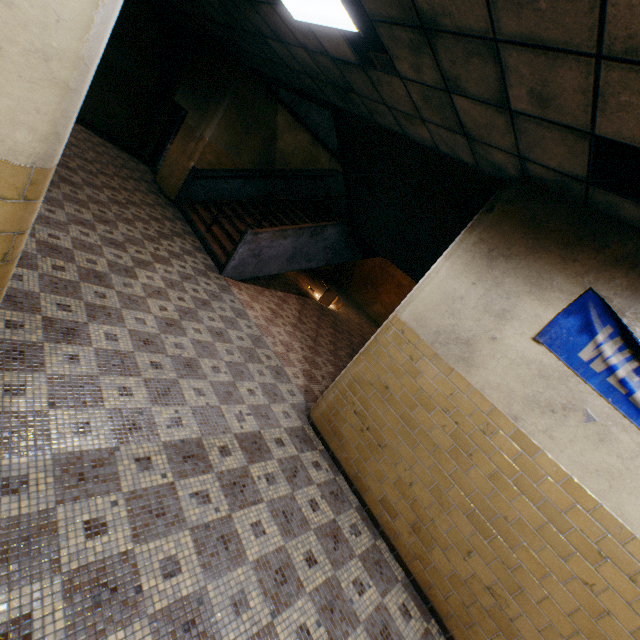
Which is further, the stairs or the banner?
the stairs

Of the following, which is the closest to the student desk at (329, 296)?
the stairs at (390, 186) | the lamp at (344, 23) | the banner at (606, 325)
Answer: the stairs at (390, 186)

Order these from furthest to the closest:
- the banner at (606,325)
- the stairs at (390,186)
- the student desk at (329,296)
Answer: the student desk at (329,296)
the stairs at (390,186)
the banner at (606,325)

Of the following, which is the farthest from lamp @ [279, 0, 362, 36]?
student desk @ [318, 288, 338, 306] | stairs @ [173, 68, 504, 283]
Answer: student desk @ [318, 288, 338, 306]

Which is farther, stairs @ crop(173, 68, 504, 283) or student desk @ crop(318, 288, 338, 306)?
student desk @ crop(318, 288, 338, 306)

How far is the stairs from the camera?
4.88m

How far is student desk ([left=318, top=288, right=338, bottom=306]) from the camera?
10.4m

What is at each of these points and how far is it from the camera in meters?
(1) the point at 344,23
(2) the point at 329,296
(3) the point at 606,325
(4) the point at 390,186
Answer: (1) lamp, 3.2 m
(2) student desk, 10.5 m
(3) banner, 2.8 m
(4) stairs, 5.8 m
